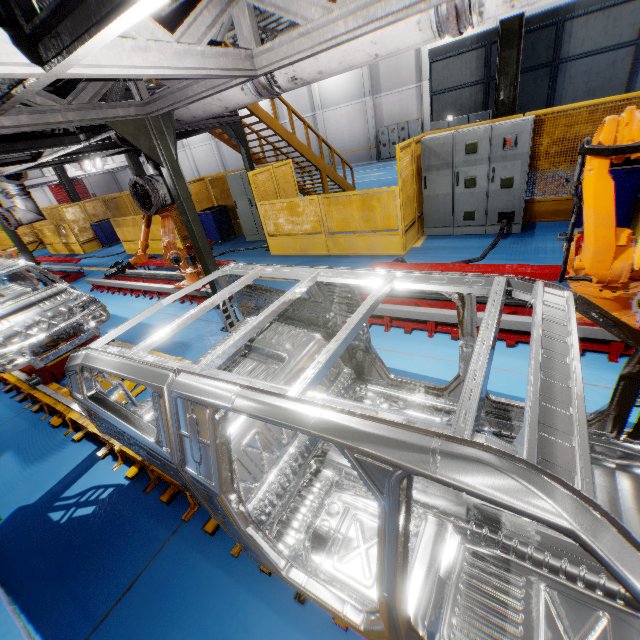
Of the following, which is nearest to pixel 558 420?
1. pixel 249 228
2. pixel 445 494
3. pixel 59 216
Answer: pixel 445 494

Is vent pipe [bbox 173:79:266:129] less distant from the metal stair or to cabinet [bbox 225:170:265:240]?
the metal stair

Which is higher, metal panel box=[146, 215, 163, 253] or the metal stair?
the metal stair

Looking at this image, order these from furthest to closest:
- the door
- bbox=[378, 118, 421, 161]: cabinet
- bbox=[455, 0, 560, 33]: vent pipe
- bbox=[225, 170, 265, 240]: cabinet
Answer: the door → bbox=[378, 118, 421, 161]: cabinet → bbox=[225, 170, 265, 240]: cabinet → bbox=[455, 0, 560, 33]: vent pipe

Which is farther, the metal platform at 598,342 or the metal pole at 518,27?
the metal pole at 518,27

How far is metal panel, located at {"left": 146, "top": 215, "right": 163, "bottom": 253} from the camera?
11.44m

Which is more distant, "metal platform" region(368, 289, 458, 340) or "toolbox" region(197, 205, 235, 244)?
"toolbox" region(197, 205, 235, 244)

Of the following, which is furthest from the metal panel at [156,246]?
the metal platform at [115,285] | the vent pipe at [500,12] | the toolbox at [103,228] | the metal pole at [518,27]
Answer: the vent pipe at [500,12]
